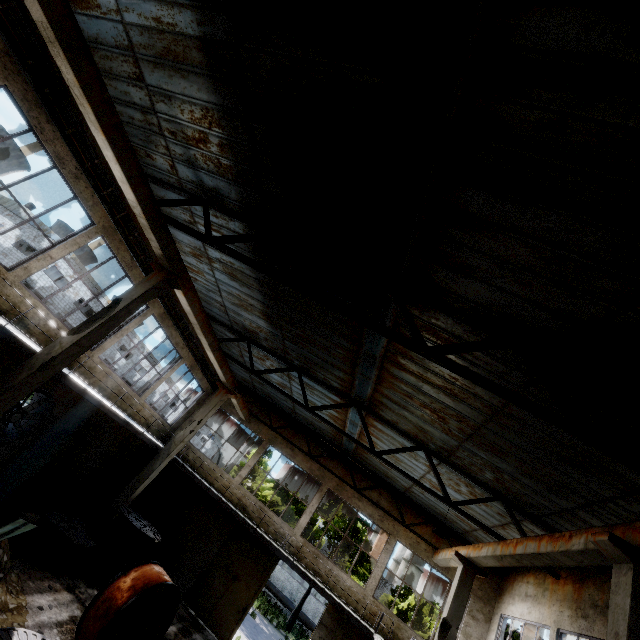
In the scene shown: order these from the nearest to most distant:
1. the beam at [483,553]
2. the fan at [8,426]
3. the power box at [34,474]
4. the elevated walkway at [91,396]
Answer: the beam at [483,553] < the elevated walkway at [91,396] < the fan at [8,426] < the power box at [34,474]

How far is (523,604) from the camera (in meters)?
12.64

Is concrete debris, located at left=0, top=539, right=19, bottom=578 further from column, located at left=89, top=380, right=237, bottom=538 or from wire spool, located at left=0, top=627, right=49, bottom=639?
column, located at left=89, top=380, right=237, bottom=538

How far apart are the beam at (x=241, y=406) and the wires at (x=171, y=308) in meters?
2.4

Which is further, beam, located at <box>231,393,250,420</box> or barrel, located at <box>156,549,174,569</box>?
beam, located at <box>231,393,250,420</box>

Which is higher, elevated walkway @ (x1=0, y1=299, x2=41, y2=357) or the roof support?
the roof support

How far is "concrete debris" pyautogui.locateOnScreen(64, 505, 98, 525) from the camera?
13.67m

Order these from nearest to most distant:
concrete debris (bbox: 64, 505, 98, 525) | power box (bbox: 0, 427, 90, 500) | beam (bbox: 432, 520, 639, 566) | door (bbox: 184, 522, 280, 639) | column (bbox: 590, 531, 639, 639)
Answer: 1. column (bbox: 590, 531, 639, 639)
2. beam (bbox: 432, 520, 639, 566)
3. power box (bbox: 0, 427, 90, 500)
4. concrete debris (bbox: 64, 505, 98, 525)
5. door (bbox: 184, 522, 280, 639)
